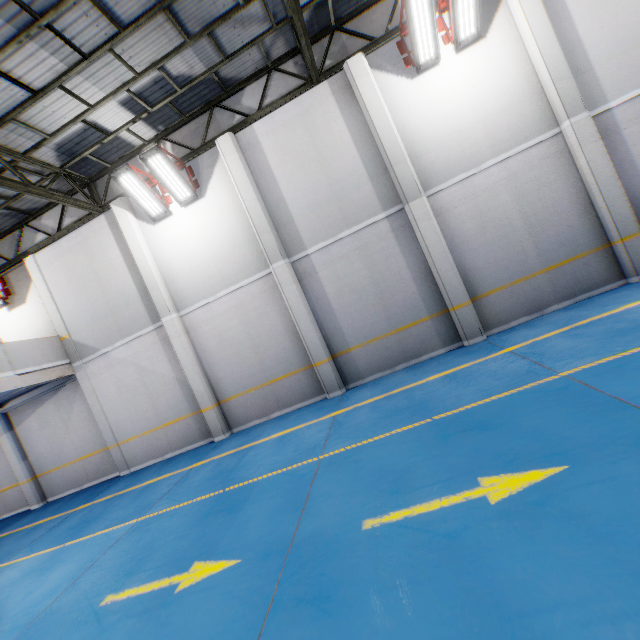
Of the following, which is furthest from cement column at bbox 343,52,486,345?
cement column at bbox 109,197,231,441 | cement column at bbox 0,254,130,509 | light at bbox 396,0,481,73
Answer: cement column at bbox 0,254,130,509

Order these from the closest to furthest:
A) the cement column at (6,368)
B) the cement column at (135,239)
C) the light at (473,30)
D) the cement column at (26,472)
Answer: the light at (473,30)
the cement column at (6,368)
the cement column at (135,239)
the cement column at (26,472)

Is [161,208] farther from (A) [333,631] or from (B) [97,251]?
(A) [333,631]

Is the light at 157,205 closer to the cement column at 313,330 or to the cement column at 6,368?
the cement column at 313,330

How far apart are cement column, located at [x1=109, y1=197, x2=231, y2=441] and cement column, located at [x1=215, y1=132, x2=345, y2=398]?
3.2 meters

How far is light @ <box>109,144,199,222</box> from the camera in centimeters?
854cm

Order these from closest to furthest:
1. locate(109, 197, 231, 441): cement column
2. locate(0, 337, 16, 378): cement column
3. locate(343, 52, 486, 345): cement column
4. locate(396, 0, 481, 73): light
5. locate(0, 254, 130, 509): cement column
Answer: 1. locate(396, 0, 481, 73): light
2. locate(343, 52, 486, 345): cement column
3. locate(0, 337, 16, 378): cement column
4. locate(109, 197, 231, 441): cement column
5. locate(0, 254, 130, 509): cement column

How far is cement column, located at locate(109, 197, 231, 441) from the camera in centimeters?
974cm
